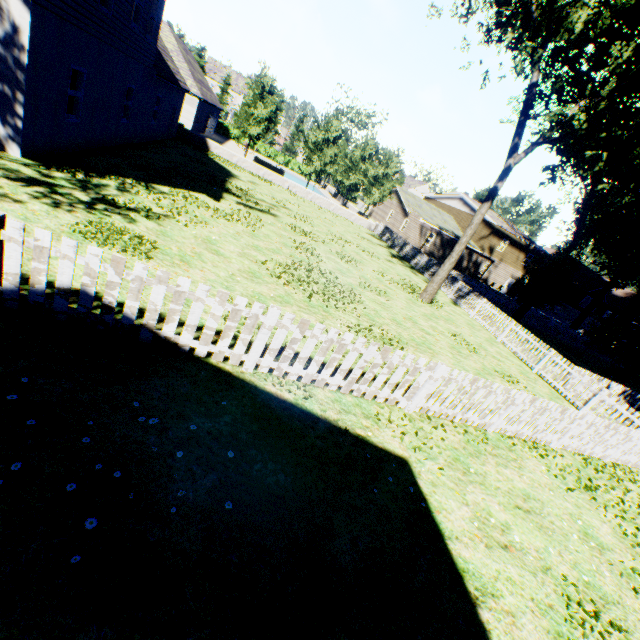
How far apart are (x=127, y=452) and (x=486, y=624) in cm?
449

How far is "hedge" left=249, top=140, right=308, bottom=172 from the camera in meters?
56.1 m

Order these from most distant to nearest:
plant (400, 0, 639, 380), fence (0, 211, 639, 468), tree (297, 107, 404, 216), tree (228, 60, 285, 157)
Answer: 1. tree (297, 107, 404, 216)
2. tree (228, 60, 285, 157)
3. plant (400, 0, 639, 380)
4. fence (0, 211, 639, 468)

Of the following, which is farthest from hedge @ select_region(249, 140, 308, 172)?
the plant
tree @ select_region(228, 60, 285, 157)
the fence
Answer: the fence

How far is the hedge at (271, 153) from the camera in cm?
5606

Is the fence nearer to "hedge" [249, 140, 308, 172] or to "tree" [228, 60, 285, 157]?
"tree" [228, 60, 285, 157]

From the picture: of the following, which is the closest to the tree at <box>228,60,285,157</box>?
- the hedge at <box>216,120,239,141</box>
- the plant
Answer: the plant

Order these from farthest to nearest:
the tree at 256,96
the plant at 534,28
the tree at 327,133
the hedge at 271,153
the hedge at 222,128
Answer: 1. the hedge at 271,153
2. the hedge at 222,128
3. the tree at 327,133
4. the tree at 256,96
5. the plant at 534,28
